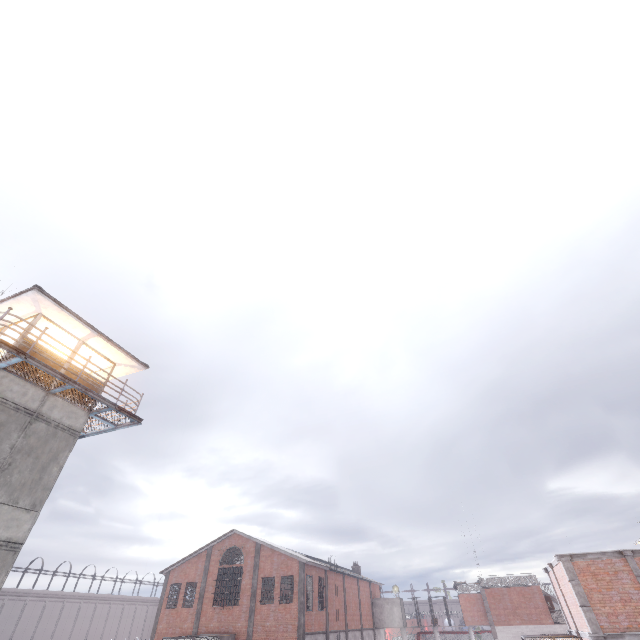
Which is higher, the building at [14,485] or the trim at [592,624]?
the building at [14,485]

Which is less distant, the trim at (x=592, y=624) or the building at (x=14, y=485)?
the building at (x=14, y=485)

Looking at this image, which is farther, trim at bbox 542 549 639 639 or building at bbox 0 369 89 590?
trim at bbox 542 549 639 639

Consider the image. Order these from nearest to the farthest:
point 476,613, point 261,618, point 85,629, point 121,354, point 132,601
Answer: point 121,354, point 261,618, point 476,613, point 85,629, point 132,601

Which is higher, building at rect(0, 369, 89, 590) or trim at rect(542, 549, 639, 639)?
building at rect(0, 369, 89, 590)
